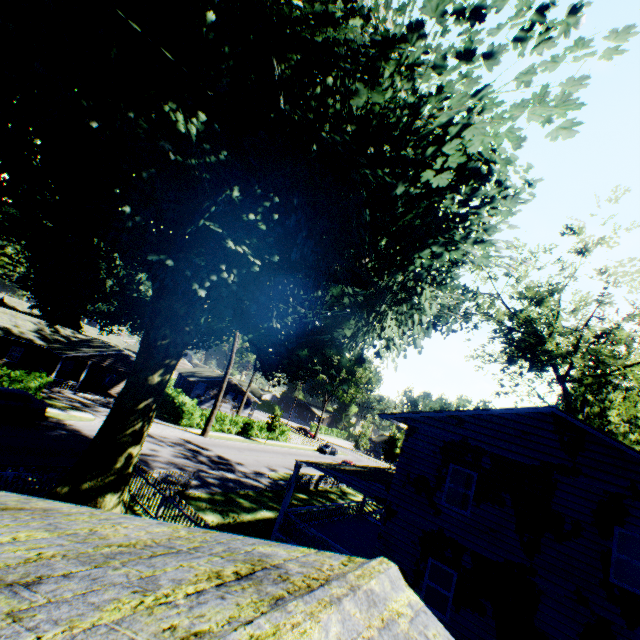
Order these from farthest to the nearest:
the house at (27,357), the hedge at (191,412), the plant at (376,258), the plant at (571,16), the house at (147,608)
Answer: the hedge at (191,412) < the house at (27,357) < the plant at (571,16) < the plant at (376,258) < the house at (147,608)

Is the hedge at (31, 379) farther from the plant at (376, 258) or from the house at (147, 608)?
the house at (147, 608)

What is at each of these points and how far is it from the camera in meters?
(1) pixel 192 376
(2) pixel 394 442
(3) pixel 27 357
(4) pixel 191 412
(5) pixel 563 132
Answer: (1) house, 53.7 m
(2) plant, 53.1 m
(3) house, 34.6 m
(4) hedge, 37.5 m
(5) plant, 6.4 m

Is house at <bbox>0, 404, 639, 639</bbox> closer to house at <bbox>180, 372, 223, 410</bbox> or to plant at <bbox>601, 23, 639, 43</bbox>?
plant at <bbox>601, 23, 639, 43</bbox>

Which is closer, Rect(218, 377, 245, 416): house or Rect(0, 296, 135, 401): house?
Rect(0, 296, 135, 401): house

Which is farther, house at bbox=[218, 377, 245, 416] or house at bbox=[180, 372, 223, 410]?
house at bbox=[218, 377, 245, 416]

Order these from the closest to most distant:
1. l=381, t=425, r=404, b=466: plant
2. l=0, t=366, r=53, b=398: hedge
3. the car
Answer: the car < l=0, t=366, r=53, b=398: hedge < l=381, t=425, r=404, b=466: plant

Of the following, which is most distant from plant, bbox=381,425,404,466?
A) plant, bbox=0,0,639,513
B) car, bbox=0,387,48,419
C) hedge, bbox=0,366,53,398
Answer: car, bbox=0,387,48,419
